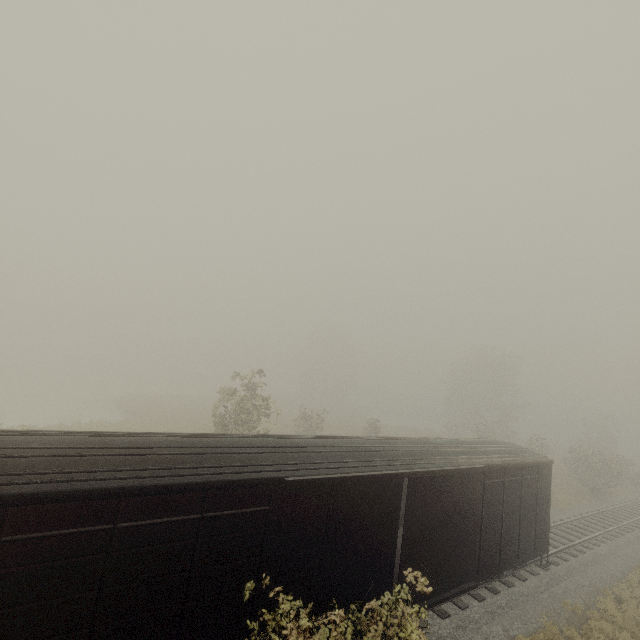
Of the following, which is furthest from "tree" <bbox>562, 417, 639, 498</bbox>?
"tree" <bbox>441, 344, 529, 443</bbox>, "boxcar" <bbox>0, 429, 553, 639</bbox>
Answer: "tree" <bbox>441, 344, 529, 443</bbox>

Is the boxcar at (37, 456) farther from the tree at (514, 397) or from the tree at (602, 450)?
the tree at (514, 397)

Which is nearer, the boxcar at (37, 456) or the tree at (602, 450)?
the boxcar at (37, 456)

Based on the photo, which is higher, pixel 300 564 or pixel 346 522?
pixel 346 522

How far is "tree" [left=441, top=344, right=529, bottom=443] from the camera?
43.62m

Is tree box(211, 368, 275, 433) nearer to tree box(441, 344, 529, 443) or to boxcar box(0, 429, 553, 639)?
boxcar box(0, 429, 553, 639)
